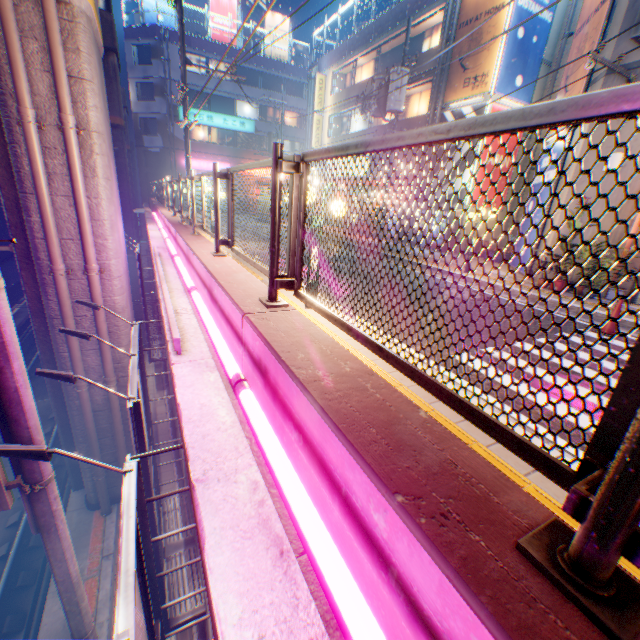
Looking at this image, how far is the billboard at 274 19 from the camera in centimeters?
3441cm

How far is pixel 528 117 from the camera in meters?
1.0

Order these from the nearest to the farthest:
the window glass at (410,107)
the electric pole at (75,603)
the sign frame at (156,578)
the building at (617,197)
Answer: the sign frame at (156,578), the electric pole at (75,603), the building at (617,197), the window glass at (410,107)

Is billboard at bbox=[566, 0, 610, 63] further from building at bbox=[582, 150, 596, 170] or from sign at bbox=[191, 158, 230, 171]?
sign at bbox=[191, 158, 230, 171]

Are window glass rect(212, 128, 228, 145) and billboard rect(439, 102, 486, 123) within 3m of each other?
no

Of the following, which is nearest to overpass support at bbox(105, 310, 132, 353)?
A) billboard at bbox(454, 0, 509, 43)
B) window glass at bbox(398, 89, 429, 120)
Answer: billboard at bbox(454, 0, 509, 43)

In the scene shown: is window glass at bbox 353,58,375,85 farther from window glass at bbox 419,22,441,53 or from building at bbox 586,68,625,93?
building at bbox 586,68,625,93

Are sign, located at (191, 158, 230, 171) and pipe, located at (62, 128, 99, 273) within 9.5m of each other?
no
